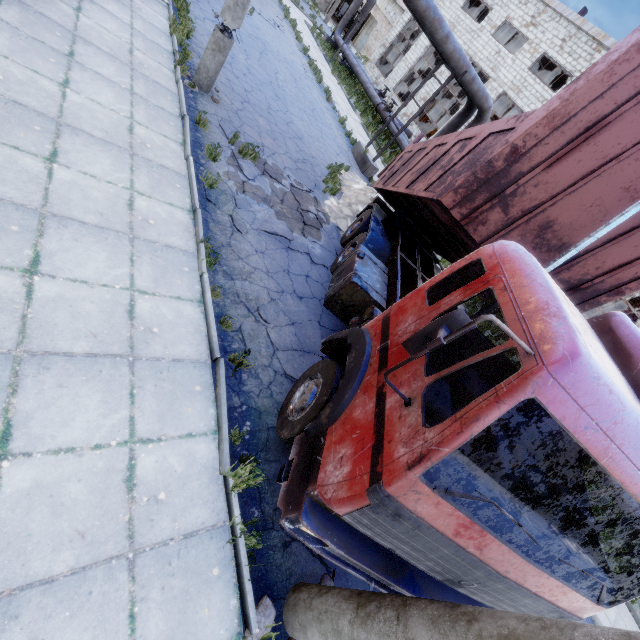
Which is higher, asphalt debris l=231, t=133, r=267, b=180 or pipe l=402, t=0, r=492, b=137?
pipe l=402, t=0, r=492, b=137

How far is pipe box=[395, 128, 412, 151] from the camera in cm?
2038

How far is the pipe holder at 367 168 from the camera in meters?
12.5 m

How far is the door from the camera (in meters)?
36.94

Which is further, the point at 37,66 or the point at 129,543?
the point at 37,66

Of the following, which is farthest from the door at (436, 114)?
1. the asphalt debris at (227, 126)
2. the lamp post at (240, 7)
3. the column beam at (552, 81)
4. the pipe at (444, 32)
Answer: the asphalt debris at (227, 126)

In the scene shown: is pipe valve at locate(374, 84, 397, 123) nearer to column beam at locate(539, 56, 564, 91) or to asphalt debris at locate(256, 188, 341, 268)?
column beam at locate(539, 56, 564, 91)

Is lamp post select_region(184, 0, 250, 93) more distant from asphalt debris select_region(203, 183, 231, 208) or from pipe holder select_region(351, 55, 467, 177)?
pipe holder select_region(351, 55, 467, 177)
